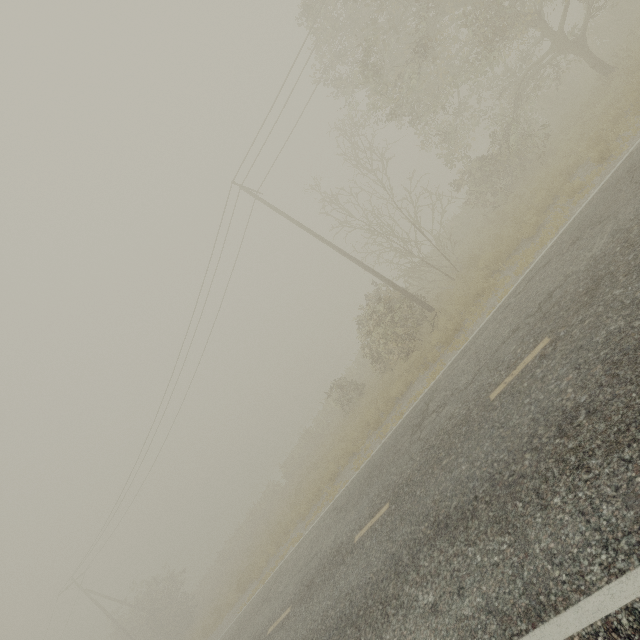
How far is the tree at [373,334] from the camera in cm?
1438

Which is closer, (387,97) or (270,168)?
(387,97)

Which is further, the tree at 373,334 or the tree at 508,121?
the tree at 373,334

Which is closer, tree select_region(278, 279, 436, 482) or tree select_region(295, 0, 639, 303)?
tree select_region(295, 0, 639, 303)

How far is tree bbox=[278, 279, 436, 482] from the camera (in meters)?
14.38
